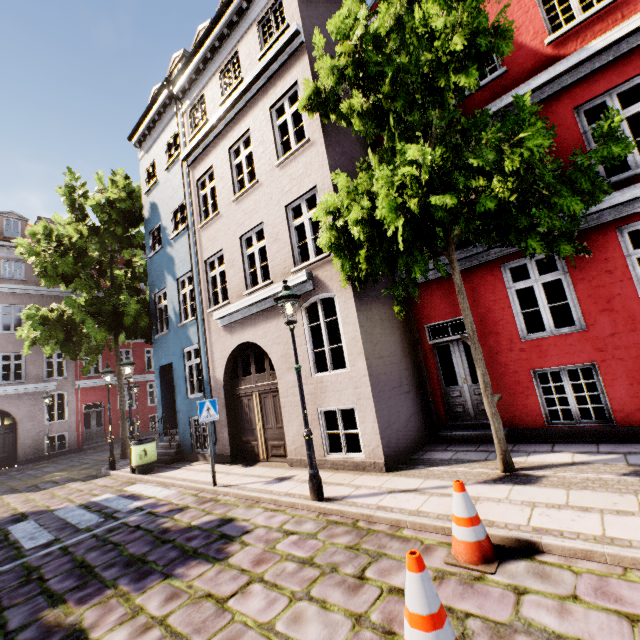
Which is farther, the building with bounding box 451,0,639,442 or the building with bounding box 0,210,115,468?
the building with bounding box 0,210,115,468

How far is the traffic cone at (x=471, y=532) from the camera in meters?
3.2 m

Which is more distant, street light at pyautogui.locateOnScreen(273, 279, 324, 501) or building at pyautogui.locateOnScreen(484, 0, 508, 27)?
building at pyautogui.locateOnScreen(484, 0, 508, 27)

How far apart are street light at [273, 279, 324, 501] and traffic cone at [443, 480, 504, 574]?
2.3 meters

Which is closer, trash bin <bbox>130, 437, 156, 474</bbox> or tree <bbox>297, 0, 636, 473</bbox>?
tree <bbox>297, 0, 636, 473</bbox>

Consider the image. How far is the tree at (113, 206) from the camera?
11.9 meters

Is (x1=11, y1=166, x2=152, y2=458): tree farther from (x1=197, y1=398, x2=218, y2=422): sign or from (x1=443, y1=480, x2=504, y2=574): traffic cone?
(x1=443, y1=480, x2=504, y2=574): traffic cone

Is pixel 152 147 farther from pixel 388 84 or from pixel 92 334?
pixel 388 84
